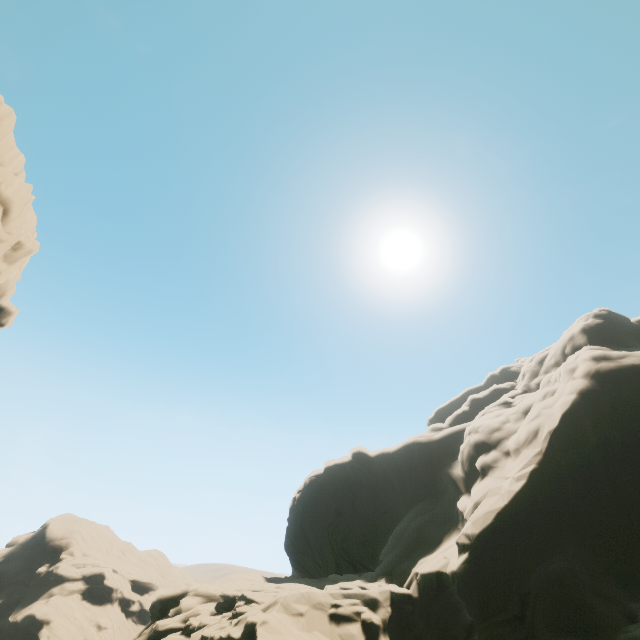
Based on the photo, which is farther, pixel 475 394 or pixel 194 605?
pixel 475 394

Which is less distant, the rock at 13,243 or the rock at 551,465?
the rock at 551,465

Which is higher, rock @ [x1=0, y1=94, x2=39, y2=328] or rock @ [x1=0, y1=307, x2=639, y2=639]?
rock @ [x1=0, y1=94, x2=39, y2=328]

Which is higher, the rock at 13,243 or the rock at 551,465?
the rock at 13,243

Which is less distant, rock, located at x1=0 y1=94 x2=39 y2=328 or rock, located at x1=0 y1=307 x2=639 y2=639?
rock, located at x1=0 y1=307 x2=639 y2=639
